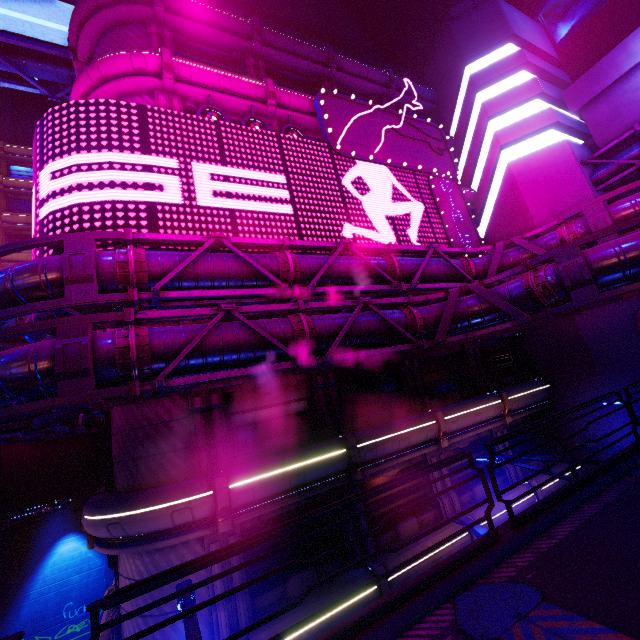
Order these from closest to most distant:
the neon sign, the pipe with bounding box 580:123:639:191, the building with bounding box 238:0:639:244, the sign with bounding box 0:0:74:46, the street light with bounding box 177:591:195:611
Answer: the street light with bounding box 177:591:195:611, the neon sign, the pipe with bounding box 580:123:639:191, the sign with bounding box 0:0:74:46, the building with bounding box 238:0:639:244

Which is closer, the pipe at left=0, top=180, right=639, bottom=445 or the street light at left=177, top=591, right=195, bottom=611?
the street light at left=177, top=591, right=195, bottom=611

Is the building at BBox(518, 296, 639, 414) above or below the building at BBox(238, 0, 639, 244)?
below

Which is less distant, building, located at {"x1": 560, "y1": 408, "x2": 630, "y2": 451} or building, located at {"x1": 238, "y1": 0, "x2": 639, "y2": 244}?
building, located at {"x1": 560, "y1": 408, "x2": 630, "y2": 451}

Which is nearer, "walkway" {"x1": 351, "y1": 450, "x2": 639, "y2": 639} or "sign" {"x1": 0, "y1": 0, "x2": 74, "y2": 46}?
"walkway" {"x1": 351, "y1": 450, "x2": 639, "y2": 639}

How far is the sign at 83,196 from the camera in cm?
1134

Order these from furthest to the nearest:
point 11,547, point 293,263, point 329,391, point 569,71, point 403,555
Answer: point 569,71 → point 11,547 → point 329,391 → point 403,555 → point 293,263

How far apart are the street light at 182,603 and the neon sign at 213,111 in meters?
16.8
